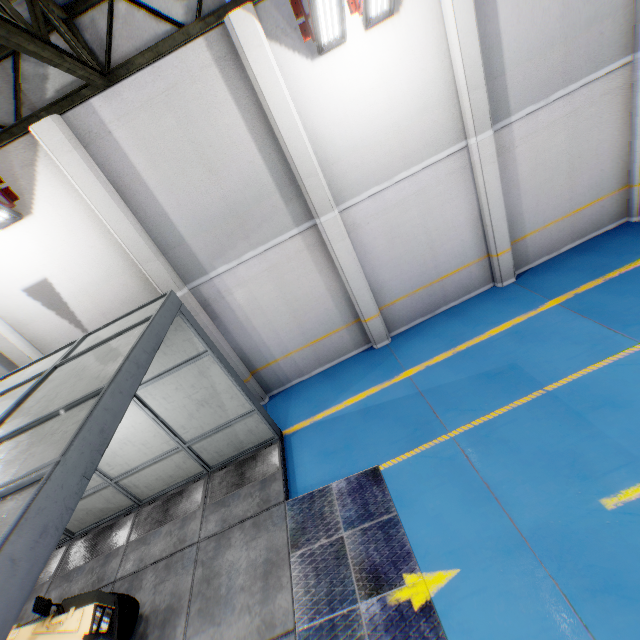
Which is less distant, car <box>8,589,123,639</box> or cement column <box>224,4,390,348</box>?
car <box>8,589,123,639</box>

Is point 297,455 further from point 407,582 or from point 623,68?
point 623,68

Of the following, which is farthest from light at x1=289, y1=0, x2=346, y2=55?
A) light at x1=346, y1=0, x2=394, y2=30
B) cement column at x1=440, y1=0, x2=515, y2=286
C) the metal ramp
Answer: the metal ramp

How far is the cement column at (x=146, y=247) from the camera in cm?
603

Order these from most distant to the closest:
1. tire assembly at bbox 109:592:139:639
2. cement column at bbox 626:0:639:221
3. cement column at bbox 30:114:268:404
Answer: cement column at bbox 626:0:639:221, cement column at bbox 30:114:268:404, tire assembly at bbox 109:592:139:639

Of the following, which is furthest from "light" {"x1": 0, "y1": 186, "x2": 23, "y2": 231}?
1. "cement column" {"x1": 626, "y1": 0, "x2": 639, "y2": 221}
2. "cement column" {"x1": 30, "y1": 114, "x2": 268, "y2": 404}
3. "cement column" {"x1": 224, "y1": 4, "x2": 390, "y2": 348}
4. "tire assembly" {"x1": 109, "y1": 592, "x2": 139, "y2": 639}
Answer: "cement column" {"x1": 626, "y1": 0, "x2": 639, "y2": 221}

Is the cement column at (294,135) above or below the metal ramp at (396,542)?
above

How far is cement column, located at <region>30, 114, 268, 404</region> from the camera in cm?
603
